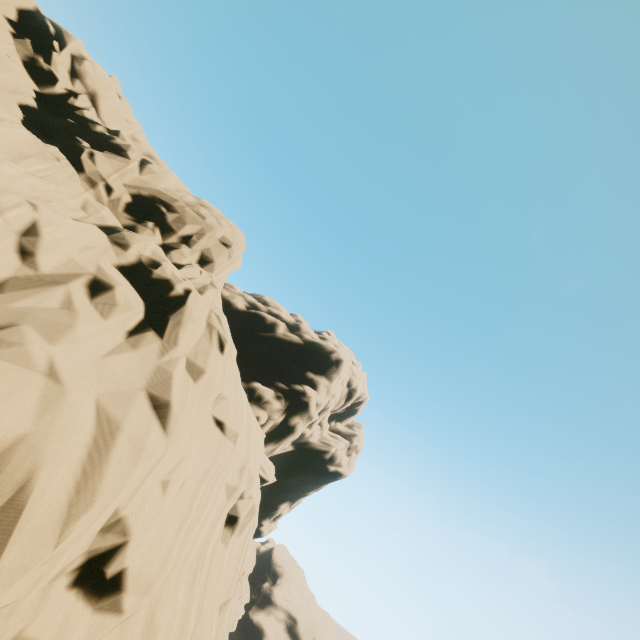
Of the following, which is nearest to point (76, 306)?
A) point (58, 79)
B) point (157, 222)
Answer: point (157, 222)
